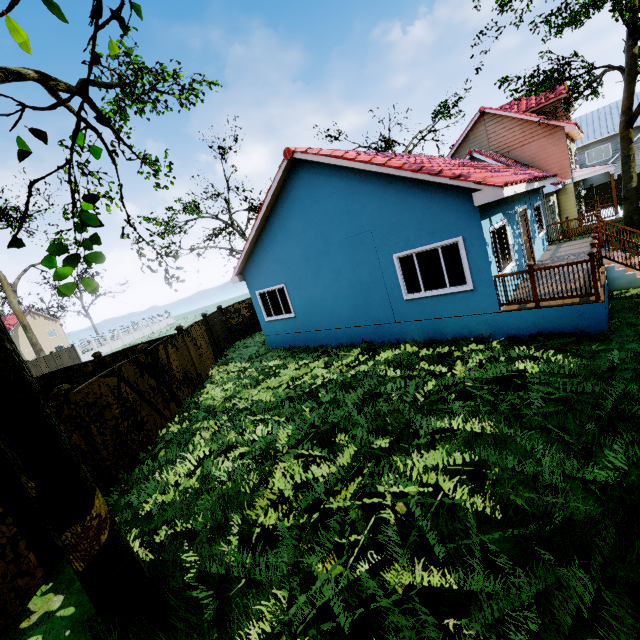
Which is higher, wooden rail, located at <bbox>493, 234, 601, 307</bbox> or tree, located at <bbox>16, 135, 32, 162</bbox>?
tree, located at <bbox>16, 135, 32, 162</bbox>

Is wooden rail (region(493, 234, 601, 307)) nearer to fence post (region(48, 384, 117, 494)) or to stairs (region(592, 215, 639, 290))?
stairs (region(592, 215, 639, 290))

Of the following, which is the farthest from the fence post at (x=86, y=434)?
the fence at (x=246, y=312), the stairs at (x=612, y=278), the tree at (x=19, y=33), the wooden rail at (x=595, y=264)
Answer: the stairs at (x=612, y=278)

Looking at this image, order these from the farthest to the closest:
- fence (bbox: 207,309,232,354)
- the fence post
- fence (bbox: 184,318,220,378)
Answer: fence (bbox: 207,309,232,354) < fence (bbox: 184,318,220,378) < the fence post

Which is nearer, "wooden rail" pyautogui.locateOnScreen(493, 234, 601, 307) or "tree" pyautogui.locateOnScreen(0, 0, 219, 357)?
"tree" pyautogui.locateOnScreen(0, 0, 219, 357)

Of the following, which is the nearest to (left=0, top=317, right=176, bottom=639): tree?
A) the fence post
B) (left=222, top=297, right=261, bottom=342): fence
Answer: (left=222, top=297, right=261, bottom=342): fence

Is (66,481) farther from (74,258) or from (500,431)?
(500,431)

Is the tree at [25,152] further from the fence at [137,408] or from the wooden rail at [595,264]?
the wooden rail at [595,264]
